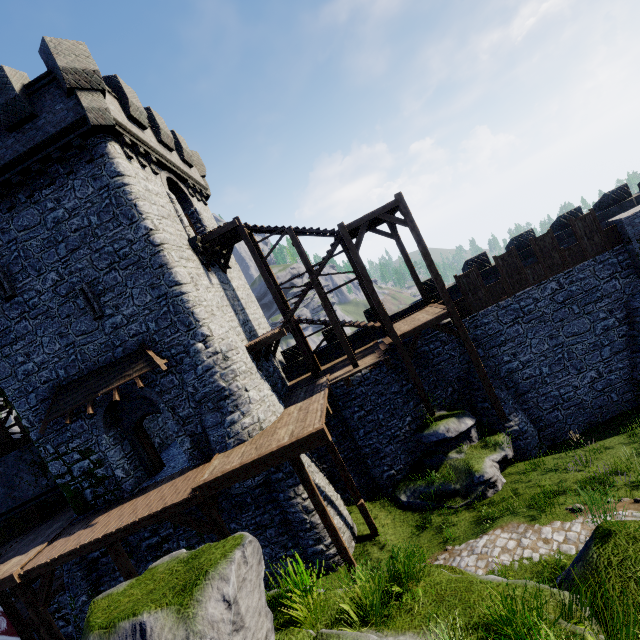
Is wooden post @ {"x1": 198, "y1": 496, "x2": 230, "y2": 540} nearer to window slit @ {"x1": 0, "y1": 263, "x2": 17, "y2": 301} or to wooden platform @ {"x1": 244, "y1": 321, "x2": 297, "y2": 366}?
wooden platform @ {"x1": 244, "y1": 321, "x2": 297, "y2": 366}

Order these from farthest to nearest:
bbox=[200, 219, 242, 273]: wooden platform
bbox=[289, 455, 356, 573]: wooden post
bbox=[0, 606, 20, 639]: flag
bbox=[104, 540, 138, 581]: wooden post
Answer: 1. bbox=[200, 219, 242, 273]: wooden platform
2. bbox=[0, 606, 20, 639]: flag
3. bbox=[104, 540, 138, 581]: wooden post
4. bbox=[289, 455, 356, 573]: wooden post

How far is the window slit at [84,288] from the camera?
13.5 meters

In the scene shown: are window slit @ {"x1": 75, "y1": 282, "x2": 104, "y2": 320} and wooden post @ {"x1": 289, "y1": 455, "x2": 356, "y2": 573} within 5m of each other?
no

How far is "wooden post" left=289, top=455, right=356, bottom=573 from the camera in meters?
10.9

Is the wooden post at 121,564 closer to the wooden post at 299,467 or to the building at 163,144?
the building at 163,144

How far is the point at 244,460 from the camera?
11.2 meters

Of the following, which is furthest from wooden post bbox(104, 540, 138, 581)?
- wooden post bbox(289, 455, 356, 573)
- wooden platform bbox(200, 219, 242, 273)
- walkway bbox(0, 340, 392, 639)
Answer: wooden platform bbox(200, 219, 242, 273)
